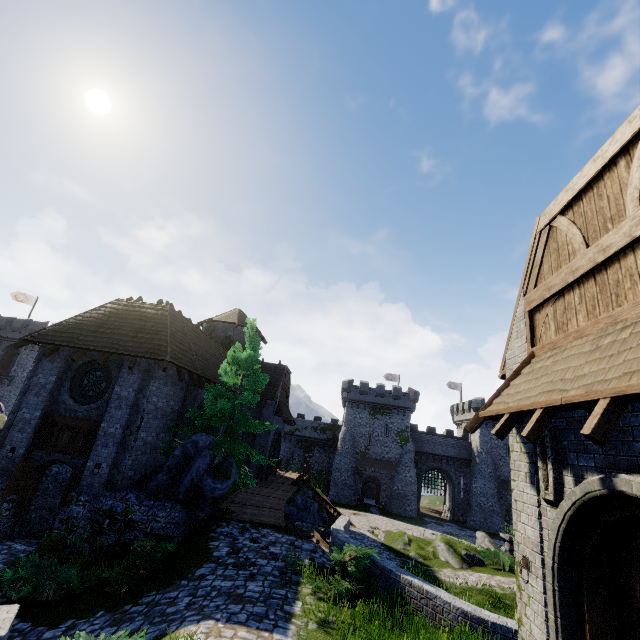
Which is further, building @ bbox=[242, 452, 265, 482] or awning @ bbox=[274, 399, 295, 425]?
awning @ bbox=[274, 399, 295, 425]

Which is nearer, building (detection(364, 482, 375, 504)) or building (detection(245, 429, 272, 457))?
building (detection(245, 429, 272, 457))

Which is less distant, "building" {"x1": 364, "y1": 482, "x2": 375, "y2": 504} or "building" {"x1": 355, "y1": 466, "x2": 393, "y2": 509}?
"building" {"x1": 355, "y1": 466, "x2": 393, "y2": 509}

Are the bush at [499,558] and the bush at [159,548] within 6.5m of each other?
no

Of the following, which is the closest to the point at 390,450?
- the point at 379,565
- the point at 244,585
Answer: the point at 379,565

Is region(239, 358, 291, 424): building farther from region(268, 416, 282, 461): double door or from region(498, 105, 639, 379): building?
region(498, 105, 639, 379): building

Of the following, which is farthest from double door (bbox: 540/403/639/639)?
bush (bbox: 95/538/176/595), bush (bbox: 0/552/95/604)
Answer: bush (bbox: 0/552/95/604)

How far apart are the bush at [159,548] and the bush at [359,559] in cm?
407
